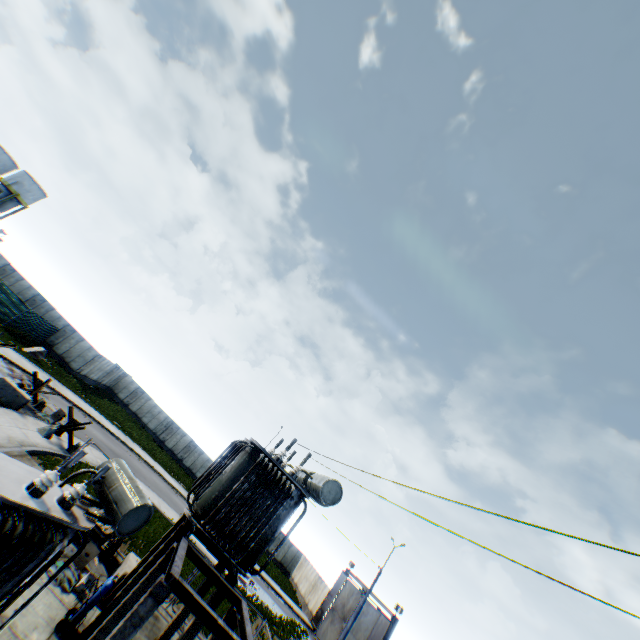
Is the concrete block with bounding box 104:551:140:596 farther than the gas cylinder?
Yes

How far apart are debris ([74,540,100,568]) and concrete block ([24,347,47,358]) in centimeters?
2394cm

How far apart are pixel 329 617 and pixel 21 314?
41.6m

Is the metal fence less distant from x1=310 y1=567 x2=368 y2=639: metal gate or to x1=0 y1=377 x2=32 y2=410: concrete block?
x1=0 y1=377 x2=32 y2=410: concrete block

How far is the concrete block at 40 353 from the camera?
28.0m

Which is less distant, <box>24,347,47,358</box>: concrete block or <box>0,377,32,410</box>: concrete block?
<box>0,377,32,410</box>: concrete block

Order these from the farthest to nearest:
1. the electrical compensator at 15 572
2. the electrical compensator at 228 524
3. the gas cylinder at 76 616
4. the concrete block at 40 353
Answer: the concrete block at 40 353 → the electrical compensator at 228 524 → the gas cylinder at 76 616 → the electrical compensator at 15 572

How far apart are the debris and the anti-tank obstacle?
8.15m
